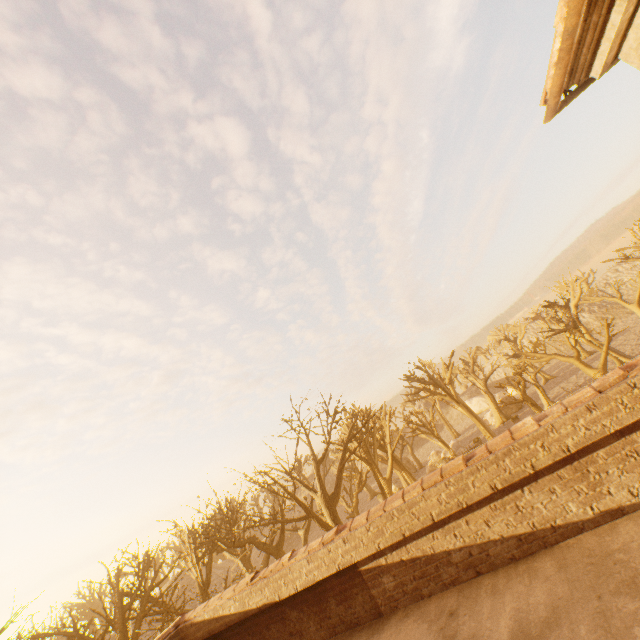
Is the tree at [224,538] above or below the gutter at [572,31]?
below

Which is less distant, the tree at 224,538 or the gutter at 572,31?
the gutter at 572,31

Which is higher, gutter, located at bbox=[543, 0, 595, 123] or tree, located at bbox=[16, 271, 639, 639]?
gutter, located at bbox=[543, 0, 595, 123]

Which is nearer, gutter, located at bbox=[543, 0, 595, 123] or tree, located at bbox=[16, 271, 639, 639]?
gutter, located at bbox=[543, 0, 595, 123]

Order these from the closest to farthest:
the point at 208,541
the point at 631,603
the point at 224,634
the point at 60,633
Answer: the point at 631,603 → the point at 224,634 → the point at 60,633 → the point at 208,541
